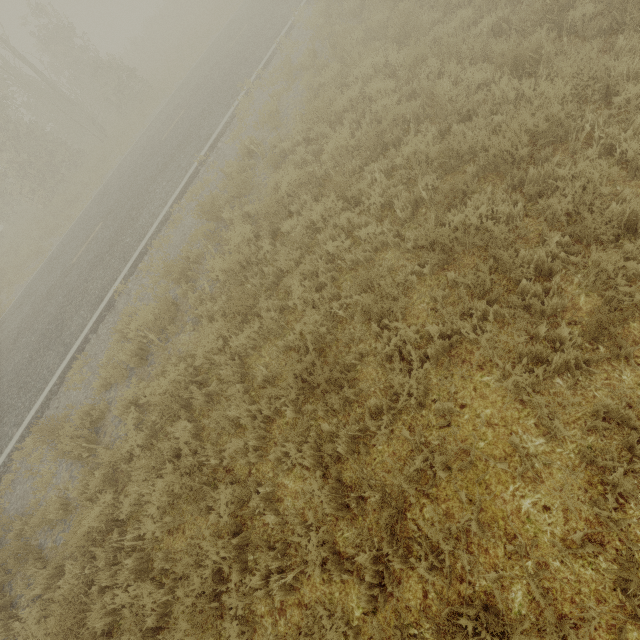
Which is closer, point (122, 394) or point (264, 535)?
point (264, 535)

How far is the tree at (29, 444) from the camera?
6.17m

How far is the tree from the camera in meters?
6.2
